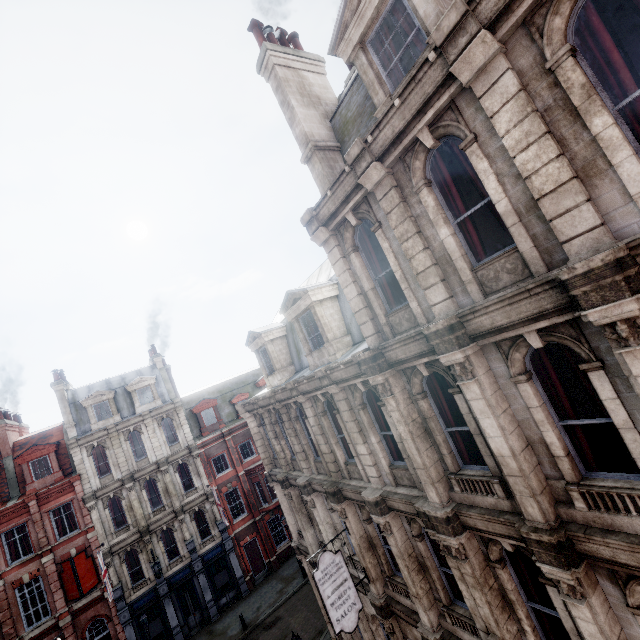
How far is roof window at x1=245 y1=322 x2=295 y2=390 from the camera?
15.5 meters

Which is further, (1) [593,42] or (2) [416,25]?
(2) [416,25]

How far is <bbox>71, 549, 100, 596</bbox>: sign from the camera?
21.12m

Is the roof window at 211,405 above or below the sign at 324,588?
above

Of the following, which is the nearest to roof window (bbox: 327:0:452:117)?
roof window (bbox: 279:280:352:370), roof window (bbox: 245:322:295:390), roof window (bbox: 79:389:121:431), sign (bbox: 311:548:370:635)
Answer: roof window (bbox: 279:280:352:370)

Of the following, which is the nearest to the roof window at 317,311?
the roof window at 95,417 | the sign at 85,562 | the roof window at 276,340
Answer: the roof window at 276,340

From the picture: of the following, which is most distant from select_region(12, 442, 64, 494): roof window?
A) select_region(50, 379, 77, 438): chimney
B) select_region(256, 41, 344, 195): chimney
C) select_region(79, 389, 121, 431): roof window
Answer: select_region(256, 41, 344, 195): chimney

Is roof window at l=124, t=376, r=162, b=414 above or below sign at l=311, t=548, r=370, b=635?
above
